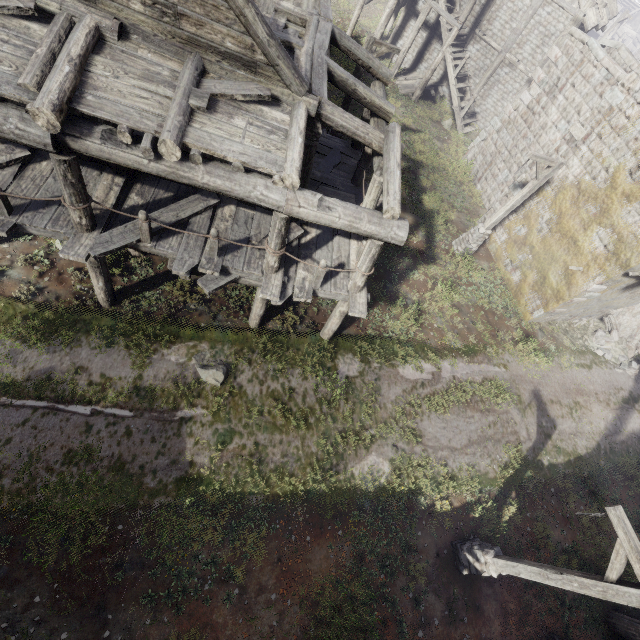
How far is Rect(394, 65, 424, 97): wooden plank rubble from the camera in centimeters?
2220cm

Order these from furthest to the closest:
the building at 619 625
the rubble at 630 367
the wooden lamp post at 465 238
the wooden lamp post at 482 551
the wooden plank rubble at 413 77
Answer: the wooden plank rubble at 413 77
the rubble at 630 367
the wooden lamp post at 465 238
the building at 619 625
the wooden lamp post at 482 551

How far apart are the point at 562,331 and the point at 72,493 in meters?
18.6 m

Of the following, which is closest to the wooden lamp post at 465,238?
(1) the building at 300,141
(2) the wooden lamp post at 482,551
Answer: (1) the building at 300,141

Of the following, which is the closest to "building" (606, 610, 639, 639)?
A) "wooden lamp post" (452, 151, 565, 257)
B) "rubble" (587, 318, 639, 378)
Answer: "rubble" (587, 318, 639, 378)

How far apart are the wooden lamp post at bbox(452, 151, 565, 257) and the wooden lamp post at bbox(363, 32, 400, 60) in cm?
628

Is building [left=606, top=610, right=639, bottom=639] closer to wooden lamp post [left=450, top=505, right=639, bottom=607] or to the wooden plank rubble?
the wooden plank rubble

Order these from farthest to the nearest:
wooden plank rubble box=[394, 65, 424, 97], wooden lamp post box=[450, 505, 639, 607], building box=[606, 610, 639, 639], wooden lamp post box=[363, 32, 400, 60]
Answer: wooden plank rubble box=[394, 65, 424, 97]
wooden lamp post box=[363, 32, 400, 60]
building box=[606, 610, 639, 639]
wooden lamp post box=[450, 505, 639, 607]
